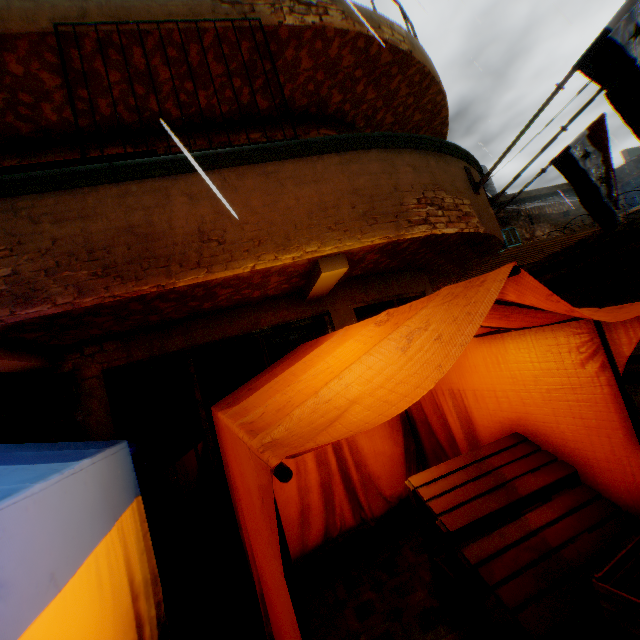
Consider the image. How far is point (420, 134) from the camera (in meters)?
7.02

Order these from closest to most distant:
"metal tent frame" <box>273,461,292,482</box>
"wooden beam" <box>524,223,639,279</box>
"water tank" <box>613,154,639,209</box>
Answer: "metal tent frame" <box>273,461,292,482</box> → "wooden beam" <box>524,223,639,279</box> → "water tank" <box>613,154,639,209</box>

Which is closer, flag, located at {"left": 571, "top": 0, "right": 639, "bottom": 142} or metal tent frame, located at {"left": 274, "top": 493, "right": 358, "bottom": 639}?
metal tent frame, located at {"left": 274, "top": 493, "right": 358, "bottom": 639}

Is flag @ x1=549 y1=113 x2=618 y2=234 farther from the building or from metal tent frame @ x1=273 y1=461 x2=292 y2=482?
metal tent frame @ x1=273 y1=461 x2=292 y2=482

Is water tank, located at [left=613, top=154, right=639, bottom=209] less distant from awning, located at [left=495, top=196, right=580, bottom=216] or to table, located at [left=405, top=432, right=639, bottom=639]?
awning, located at [left=495, top=196, right=580, bottom=216]

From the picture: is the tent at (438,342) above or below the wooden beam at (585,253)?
below

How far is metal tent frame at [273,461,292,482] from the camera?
0.93m

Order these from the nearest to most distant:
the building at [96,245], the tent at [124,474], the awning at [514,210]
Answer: the tent at [124,474] < the building at [96,245] < the awning at [514,210]
